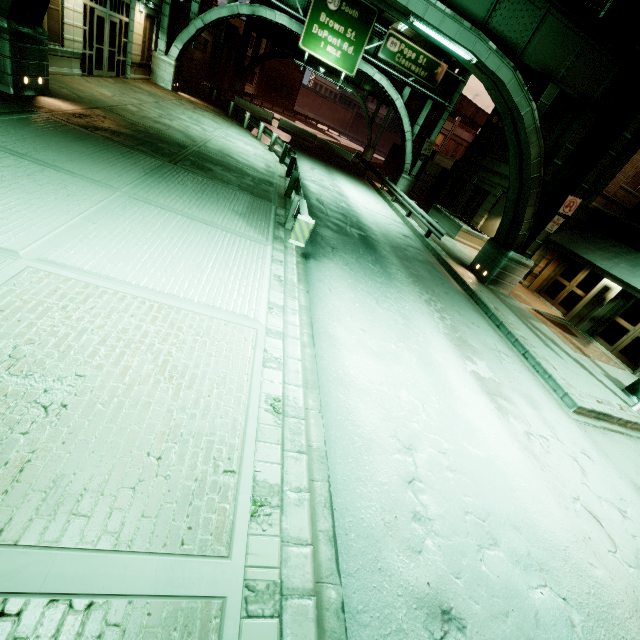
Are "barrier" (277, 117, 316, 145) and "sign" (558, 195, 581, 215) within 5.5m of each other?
no

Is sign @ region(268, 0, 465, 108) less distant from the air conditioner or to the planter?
the planter

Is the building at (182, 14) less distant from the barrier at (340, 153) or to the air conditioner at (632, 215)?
the barrier at (340, 153)

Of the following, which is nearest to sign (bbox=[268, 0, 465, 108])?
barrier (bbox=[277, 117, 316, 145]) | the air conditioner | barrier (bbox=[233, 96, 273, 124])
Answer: barrier (bbox=[277, 117, 316, 145])

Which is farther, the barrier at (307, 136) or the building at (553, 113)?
the barrier at (307, 136)

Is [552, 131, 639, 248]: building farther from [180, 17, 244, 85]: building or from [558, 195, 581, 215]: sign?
[180, 17, 244, 85]: building

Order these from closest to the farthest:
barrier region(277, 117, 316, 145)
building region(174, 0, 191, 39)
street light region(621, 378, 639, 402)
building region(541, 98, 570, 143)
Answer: street light region(621, 378, 639, 402)
building region(541, 98, 570, 143)
building region(174, 0, 191, 39)
barrier region(277, 117, 316, 145)

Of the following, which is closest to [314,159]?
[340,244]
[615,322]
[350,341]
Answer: [340,244]
